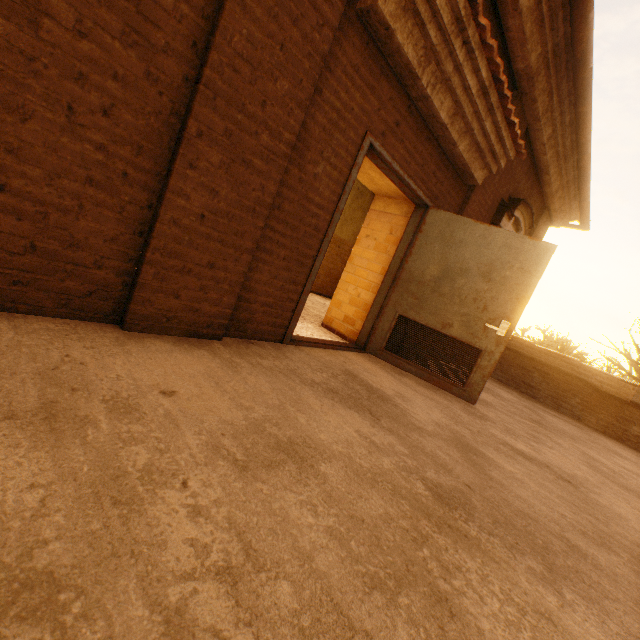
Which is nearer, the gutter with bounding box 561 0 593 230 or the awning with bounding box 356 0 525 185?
the awning with bounding box 356 0 525 185

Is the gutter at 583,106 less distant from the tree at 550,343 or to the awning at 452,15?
the awning at 452,15

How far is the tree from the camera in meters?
18.8

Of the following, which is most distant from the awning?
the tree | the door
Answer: the tree

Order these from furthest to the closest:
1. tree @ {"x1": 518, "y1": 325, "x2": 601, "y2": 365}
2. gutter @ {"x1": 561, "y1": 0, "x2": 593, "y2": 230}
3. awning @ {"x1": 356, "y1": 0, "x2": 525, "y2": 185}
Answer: tree @ {"x1": 518, "y1": 325, "x2": 601, "y2": 365}
gutter @ {"x1": 561, "y1": 0, "x2": 593, "y2": 230}
awning @ {"x1": 356, "y1": 0, "x2": 525, "y2": 185}

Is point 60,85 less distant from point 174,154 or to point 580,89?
point 174,154

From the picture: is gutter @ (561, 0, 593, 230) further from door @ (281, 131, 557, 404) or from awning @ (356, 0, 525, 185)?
door @ (281, 131, 557, 404)

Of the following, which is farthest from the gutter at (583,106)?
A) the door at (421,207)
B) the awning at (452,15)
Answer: the door at (421,207)
